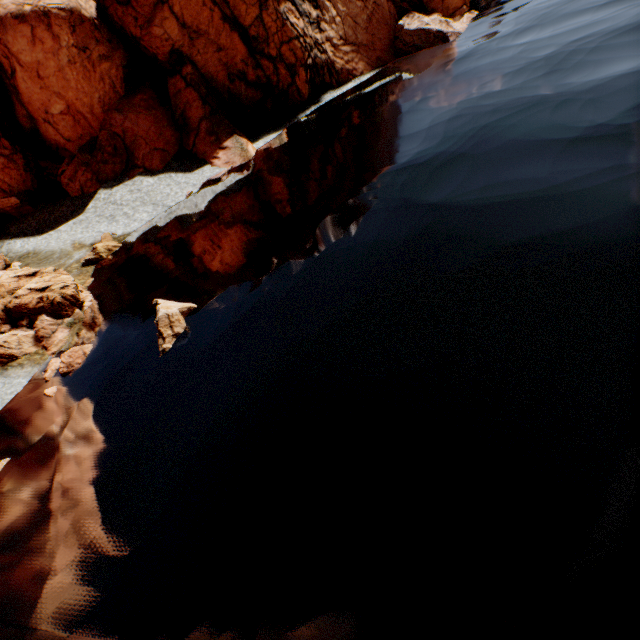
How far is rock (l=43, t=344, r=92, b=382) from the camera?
13.69m

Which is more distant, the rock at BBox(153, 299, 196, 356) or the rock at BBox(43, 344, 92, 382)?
the rock at BBox(43, 344, 92, 382)

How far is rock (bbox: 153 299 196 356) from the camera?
12.5 meters

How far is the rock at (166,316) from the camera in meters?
12.5 m

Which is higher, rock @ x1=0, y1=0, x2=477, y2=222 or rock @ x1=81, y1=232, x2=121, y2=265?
rock @ x1=0, y1=0, x2=477, y2=222

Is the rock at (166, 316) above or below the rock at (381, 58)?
below

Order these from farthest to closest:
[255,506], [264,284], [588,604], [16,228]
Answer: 1. [16,228]
2. [264,284]
3. [255,506]
4. [588,604]
